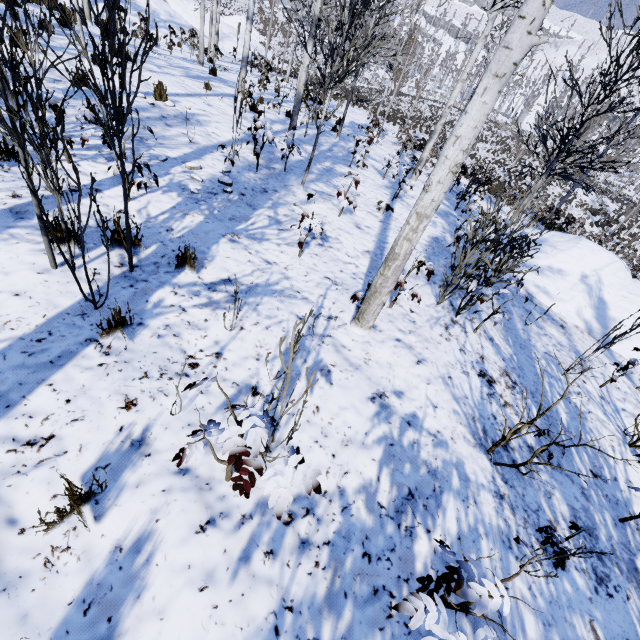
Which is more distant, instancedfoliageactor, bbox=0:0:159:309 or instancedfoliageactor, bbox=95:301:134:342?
instancedfoliageactor, bbox=95:301:134:342

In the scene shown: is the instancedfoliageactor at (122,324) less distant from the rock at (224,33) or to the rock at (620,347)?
the rock at (620,347)

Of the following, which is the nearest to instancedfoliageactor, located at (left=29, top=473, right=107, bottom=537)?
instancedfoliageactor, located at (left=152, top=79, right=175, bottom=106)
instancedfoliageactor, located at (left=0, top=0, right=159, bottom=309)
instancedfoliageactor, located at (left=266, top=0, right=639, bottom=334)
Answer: instancedfoliageactor, located at (left=0, top=0, right=159, bottom=309)

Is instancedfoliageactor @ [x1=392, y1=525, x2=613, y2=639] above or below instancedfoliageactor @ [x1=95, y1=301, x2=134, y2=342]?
above

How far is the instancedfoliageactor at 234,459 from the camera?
1.7m

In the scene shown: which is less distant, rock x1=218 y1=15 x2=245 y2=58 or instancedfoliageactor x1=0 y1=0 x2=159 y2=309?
instancedfoliageactor x1=0 y1=0 x2=159 y2=309

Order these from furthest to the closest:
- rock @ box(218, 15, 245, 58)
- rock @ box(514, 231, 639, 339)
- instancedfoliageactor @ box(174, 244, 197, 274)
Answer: rock @ box(218, 15, 245, 58)
rock @ box(514, 231, 639, 339)
instancedfoliageactor @ box(174, 244, 197, 274)

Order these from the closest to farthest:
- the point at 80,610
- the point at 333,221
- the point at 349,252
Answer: the point at 80,610 → the point at 349,252 → the point at 333,221
